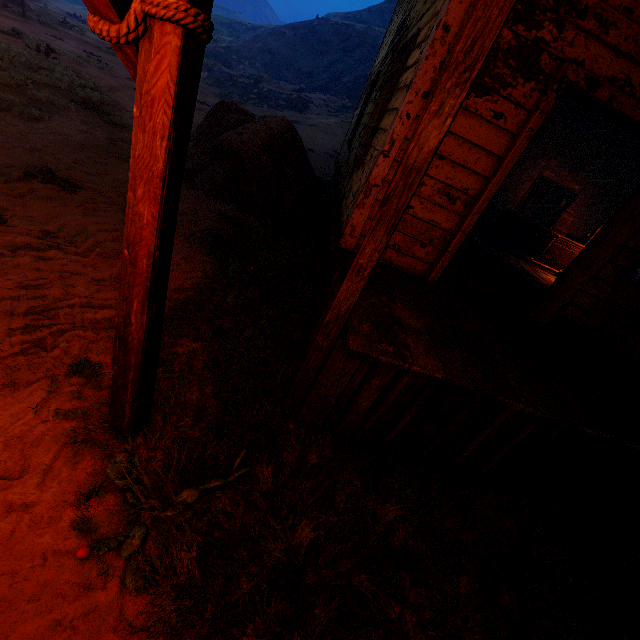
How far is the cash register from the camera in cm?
858

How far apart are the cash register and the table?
0.0 meters

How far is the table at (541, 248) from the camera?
8.79m

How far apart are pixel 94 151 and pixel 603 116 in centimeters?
771cm

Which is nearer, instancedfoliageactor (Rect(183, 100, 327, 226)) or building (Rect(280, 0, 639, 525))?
building (Rect(280, 0, 639, 525))

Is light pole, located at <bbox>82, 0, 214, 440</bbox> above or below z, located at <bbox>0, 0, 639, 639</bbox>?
above

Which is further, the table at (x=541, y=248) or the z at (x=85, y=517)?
the table at (x=541, y=248)

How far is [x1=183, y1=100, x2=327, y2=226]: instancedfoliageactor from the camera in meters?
6.3
